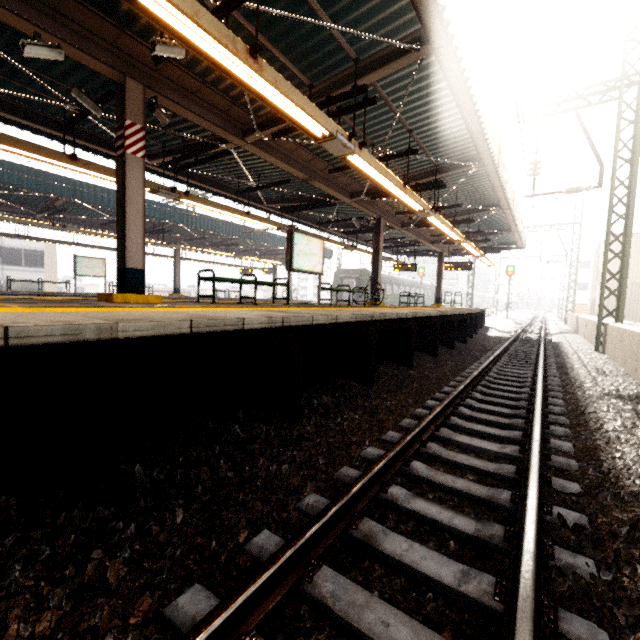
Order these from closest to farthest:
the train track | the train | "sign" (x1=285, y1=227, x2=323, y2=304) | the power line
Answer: the train track, "sign" (x1=285, y1=227, x2=323, y2=304), the power line, the train

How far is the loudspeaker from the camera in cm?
563

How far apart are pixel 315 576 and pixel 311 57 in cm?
697

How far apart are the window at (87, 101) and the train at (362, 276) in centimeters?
2494cm

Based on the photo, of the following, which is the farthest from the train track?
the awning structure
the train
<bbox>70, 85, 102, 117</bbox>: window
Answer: the train

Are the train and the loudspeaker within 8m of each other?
no

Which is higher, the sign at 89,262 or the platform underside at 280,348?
the sign at 89,262

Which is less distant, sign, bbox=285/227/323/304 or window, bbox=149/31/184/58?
window, bbox=149/31/184/58
